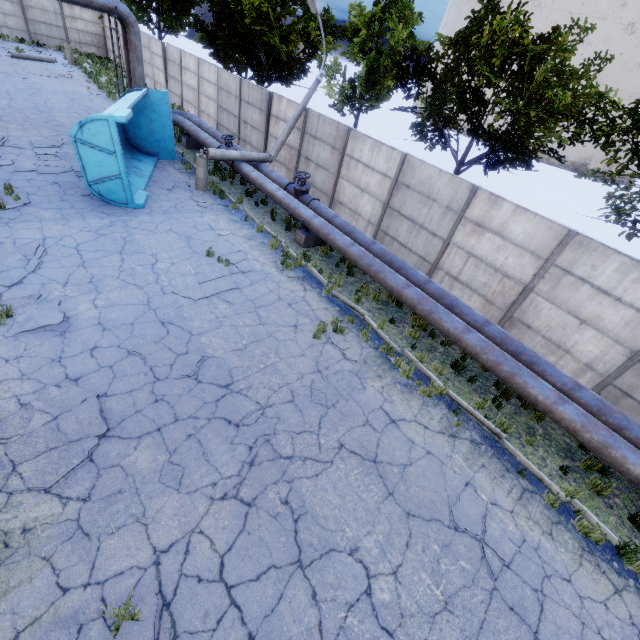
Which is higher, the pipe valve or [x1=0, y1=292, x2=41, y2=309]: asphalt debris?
the pipe valve

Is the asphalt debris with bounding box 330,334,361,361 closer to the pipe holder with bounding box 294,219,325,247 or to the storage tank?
A: the pipe holder with bounding box 294,219,325,247

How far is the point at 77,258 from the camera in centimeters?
858cm

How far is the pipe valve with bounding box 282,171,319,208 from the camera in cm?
1251

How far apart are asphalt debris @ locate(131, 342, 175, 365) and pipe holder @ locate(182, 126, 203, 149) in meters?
15.1

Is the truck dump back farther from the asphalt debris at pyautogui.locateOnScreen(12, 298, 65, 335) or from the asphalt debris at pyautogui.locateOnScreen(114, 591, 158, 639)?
the asphalt debris at pyautogui.locateOnScreen(114, 591, 158, 639)

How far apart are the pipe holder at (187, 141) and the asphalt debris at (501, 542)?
19.4 meters

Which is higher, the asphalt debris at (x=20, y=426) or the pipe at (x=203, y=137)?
the pipe at (x=203, y=137)
